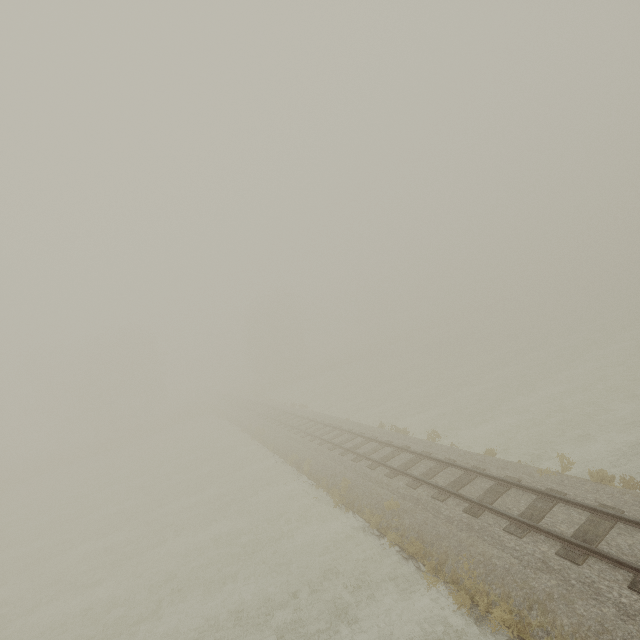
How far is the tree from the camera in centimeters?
4716cm

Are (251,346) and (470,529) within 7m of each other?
no

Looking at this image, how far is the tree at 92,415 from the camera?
47.2m
